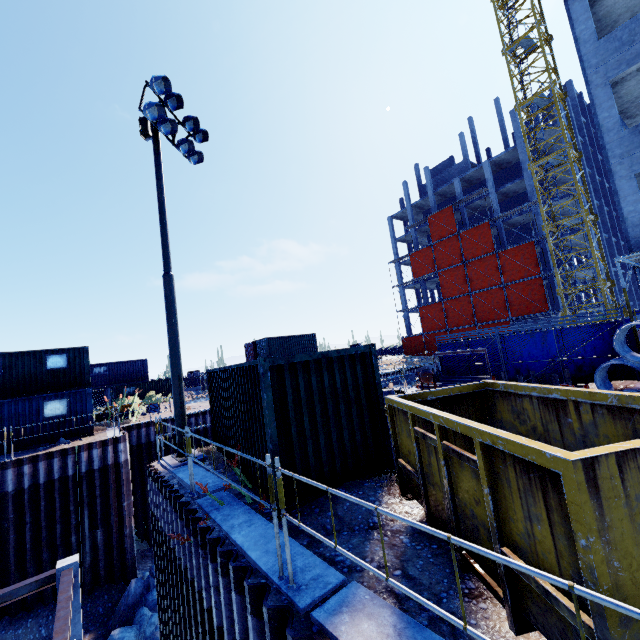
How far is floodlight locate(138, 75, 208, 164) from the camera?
9.56m

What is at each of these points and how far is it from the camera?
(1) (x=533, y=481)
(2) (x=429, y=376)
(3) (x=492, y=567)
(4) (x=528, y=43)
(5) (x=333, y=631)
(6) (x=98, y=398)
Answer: (1) dumpster, 2.30m
(2) concrete mixer, 13.72m
(3) dumpster, 2.96m
(4) tower crane, 25.64m
(5) concrete column, 2.92m
(6) fence, 36.56m

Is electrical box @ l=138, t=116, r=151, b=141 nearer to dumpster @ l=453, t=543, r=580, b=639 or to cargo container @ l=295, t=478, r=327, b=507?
cargo container @ l=295, t=478, r=327, b=507

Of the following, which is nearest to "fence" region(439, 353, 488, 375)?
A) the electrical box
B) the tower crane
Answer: the tower crane

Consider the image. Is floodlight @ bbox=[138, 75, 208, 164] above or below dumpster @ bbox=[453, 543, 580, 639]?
above

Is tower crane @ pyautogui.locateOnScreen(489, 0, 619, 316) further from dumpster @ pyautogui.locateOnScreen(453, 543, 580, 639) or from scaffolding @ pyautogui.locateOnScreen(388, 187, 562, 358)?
dumpster @ pyautogui.locateOnScreen(453, 543, 580, 639)

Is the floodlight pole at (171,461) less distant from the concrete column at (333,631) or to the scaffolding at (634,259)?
the scaffolding at (634,259)

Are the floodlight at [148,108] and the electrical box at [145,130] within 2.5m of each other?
yes
